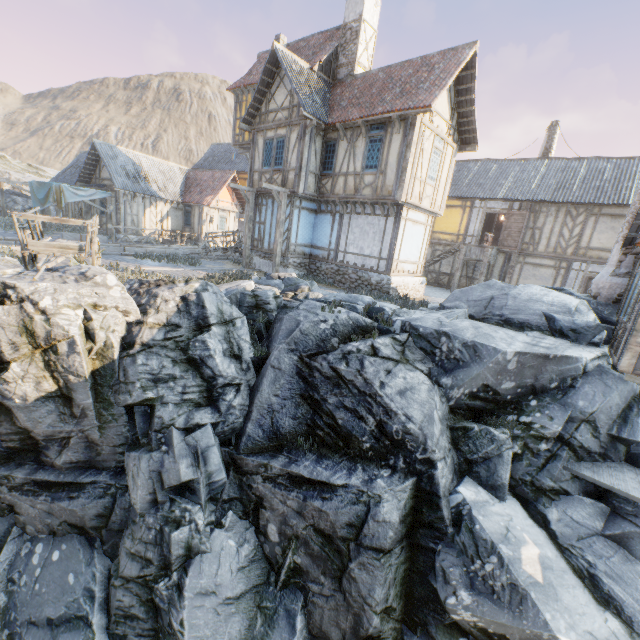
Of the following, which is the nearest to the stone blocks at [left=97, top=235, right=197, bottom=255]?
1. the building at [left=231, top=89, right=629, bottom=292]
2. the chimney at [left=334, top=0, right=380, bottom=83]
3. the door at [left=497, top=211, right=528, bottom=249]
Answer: the building at [left=231, top=89, right=629, bottom=292]

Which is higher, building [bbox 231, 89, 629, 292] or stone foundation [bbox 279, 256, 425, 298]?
building [bbox 231, 89, 629, 292]

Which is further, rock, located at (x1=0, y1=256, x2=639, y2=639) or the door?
the door

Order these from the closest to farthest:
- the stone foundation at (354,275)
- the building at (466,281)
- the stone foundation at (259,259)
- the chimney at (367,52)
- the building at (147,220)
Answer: the stone foundation at (354,275) → the chimney at (367,52) → the stone foundation at (259,259) → the building at (466,281) → the building at (147,220)

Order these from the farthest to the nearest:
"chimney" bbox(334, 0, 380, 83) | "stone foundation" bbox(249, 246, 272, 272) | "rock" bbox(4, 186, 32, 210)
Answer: "rock" bbox(4, 186, 32, 210), "stone foundation" bbox(249, 246, 272, 272), "chimney" bbox(334, 0, 380, 83)

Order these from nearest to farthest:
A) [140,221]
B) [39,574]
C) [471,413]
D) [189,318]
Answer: [39,574]
[189,318]
[471,413]
[140,221]

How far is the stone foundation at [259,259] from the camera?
16.7m

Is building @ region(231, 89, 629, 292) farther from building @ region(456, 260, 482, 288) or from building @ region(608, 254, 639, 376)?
building @ region(608, 254, 639, 376)
